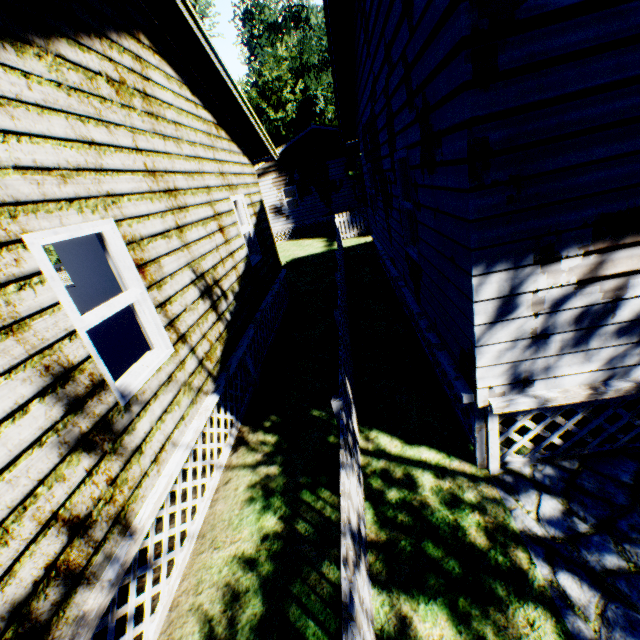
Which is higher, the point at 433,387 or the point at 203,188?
the point at 203,188

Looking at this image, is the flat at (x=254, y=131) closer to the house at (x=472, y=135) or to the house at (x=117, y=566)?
the house at (x=472, y=135)

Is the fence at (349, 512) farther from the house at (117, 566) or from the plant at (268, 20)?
the house at (117, 566)

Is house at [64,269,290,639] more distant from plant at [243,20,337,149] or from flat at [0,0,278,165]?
plant at [243,20,337,149]

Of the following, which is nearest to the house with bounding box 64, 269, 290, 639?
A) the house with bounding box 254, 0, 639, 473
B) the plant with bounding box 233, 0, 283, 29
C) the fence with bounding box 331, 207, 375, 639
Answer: the fence with bounding box 331, 207, 375, 639

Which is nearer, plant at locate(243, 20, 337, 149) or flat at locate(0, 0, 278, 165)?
flat at locate(0, 0, 278, 165)

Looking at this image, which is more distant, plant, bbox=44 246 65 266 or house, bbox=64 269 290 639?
plant, bbox=44 246 65 266

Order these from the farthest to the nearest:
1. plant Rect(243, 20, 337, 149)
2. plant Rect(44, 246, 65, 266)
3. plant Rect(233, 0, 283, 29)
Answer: plant Rect(233, 0, 283, 29) → plant Rect(243, 20, 337, 149) → plant Rect(44, 246, 65, 266)
